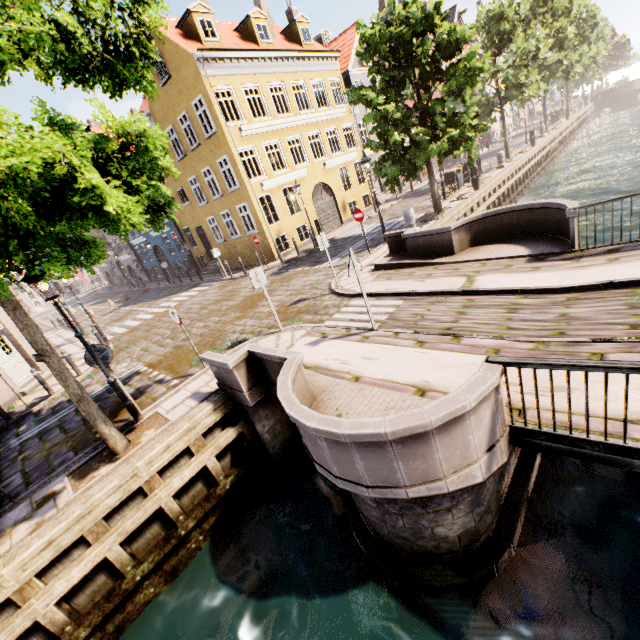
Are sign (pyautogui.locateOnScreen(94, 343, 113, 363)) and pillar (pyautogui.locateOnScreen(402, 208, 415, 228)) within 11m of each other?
no

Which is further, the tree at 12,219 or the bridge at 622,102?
the bridge at 622,102

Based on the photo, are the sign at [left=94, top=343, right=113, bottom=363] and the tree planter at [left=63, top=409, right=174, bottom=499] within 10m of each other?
yes

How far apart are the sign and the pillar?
11.9m

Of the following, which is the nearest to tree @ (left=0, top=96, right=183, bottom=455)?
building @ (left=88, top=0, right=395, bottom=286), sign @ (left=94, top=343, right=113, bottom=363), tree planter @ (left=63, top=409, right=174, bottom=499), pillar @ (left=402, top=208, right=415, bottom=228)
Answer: tree planter @ (left=63, top=409, right=174, bottom=499)

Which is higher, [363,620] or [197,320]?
[197,320]

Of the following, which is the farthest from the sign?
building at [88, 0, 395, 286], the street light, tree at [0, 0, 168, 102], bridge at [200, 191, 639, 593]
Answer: building at [88, 0, 395, 286]

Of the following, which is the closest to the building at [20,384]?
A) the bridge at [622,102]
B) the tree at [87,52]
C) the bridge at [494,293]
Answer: the tree at [87,52]
